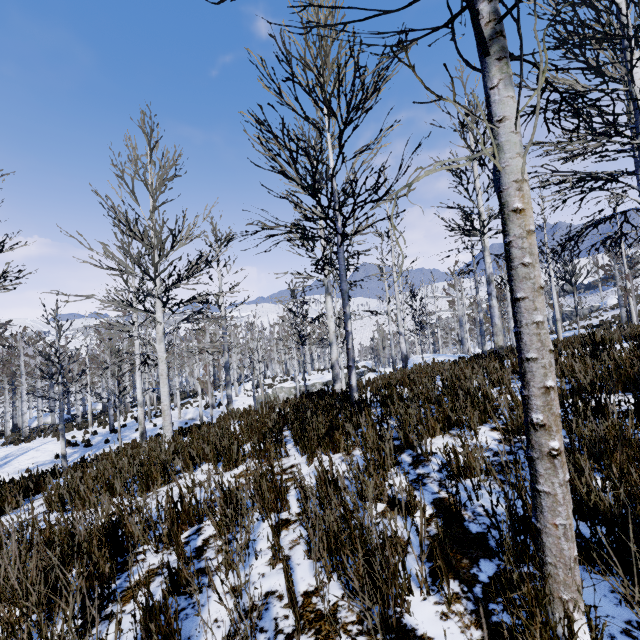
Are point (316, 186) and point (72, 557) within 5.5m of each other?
no

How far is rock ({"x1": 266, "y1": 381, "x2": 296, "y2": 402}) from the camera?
29.48m

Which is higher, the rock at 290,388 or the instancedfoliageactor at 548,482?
the instancedfoliageactor at 548,482

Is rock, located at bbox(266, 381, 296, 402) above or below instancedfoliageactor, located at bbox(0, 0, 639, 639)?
below

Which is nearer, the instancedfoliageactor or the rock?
the instancedfoliageactor

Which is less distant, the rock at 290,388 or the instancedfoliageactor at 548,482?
the instancedfoliageactor at 548,482
